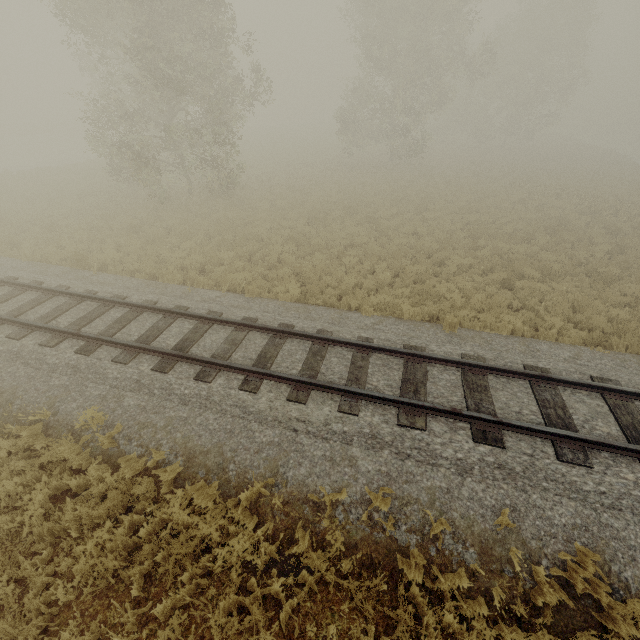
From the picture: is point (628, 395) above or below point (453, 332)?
above
